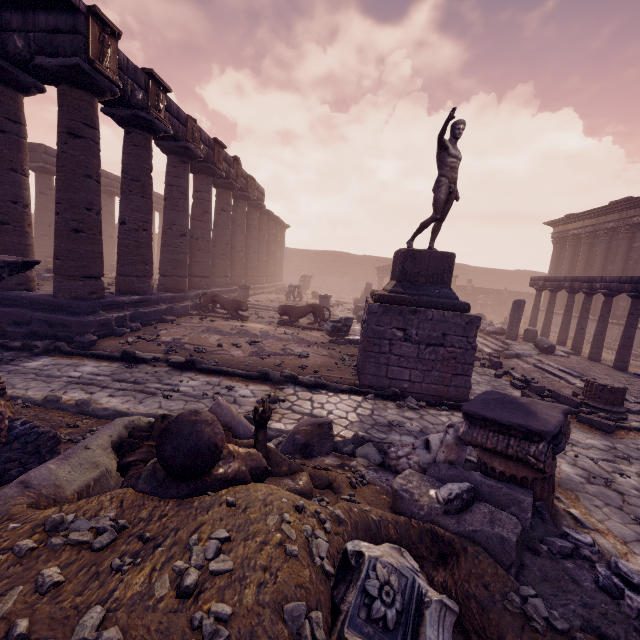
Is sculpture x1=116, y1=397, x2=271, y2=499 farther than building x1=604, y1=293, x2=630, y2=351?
No

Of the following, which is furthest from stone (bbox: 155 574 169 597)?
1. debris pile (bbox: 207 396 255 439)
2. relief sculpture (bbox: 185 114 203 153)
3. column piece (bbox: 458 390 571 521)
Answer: relief sculpture (bbox: 185 114 203 153)

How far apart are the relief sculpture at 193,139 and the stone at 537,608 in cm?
1387

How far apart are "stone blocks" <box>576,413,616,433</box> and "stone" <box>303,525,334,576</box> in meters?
7.0 m

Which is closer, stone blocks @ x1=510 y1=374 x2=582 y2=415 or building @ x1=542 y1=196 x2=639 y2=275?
stone blocks @ x1=510 y1=374 x2=582 y2=415

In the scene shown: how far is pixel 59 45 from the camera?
7.18m

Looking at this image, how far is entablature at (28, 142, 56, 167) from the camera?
16.86m

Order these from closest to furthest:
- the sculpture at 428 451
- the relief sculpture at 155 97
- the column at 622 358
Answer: the sculpture at 428 451 < the relief sculpture at 155 97 < the column at 622 358
